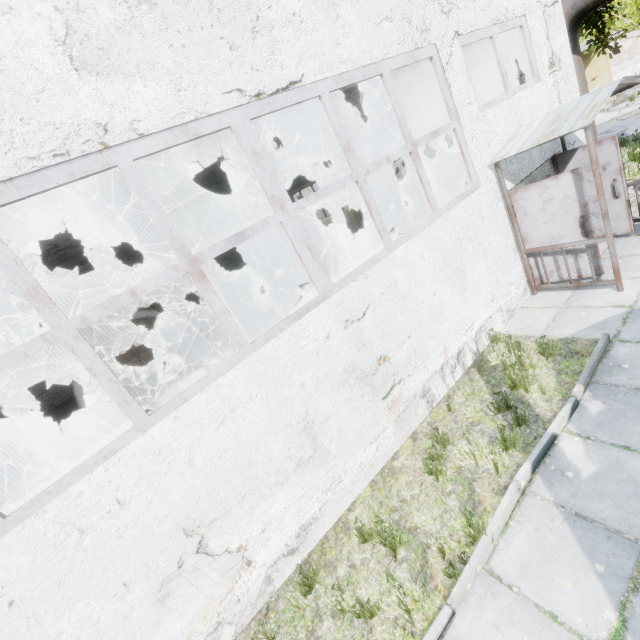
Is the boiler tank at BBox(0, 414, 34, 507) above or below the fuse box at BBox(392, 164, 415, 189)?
below

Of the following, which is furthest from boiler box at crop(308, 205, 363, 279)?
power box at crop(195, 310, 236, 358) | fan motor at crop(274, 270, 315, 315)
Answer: power box at crop(195, 310, 236, 358)

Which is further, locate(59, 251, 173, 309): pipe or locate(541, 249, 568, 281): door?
locate(59, 251, 173, 309): pipe

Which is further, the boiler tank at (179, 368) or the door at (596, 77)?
the door at (596, 77)

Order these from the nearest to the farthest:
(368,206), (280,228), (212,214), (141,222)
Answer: (368,206), (141,222), (212,214), (280,228)

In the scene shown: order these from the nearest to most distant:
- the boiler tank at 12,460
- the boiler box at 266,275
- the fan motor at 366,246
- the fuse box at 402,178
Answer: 1. the boiler tank at 12,460
2. the boiler box at 266,275
3. the fan motor at 366,246
4. the fuse box at 402,178

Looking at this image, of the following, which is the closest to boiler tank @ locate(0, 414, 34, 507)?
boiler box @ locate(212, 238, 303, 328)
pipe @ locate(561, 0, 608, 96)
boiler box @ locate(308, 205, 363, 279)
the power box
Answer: the power box

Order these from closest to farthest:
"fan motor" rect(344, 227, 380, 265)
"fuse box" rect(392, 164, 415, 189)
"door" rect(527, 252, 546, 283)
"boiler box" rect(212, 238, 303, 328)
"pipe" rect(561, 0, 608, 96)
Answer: "door" rect(527, 252, 546, 283) < "pipe" rect(561, 0, 608, 96) < "boiler box" rect(212, 238, 303, 328) < "fan motor" rect(344, 227, 380, 265) < "fuse box" rect(392, 164, 415, 189)
